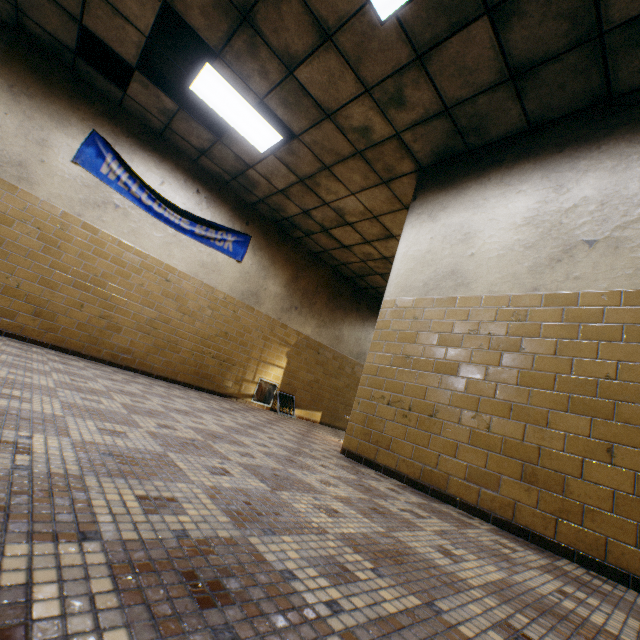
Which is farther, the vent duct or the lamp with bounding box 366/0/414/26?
the vent duct

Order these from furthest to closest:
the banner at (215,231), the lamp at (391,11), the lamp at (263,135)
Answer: the banner at (215,231) < the lamp at (263,135) < the lamp at (391,11)

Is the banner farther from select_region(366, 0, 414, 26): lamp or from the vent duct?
select_region(366, 0, 414, 26): lamp

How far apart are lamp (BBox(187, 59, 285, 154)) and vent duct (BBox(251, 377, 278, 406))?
4.5m

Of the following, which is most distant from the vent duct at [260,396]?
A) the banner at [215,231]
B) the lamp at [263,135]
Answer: the lamp at [263,135]

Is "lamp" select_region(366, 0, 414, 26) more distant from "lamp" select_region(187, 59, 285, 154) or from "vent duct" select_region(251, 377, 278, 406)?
"vent duct" select_region(251, 377, 278, 406)

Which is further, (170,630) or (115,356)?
(115,356)

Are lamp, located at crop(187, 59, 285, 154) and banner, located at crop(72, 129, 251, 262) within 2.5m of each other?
yes
